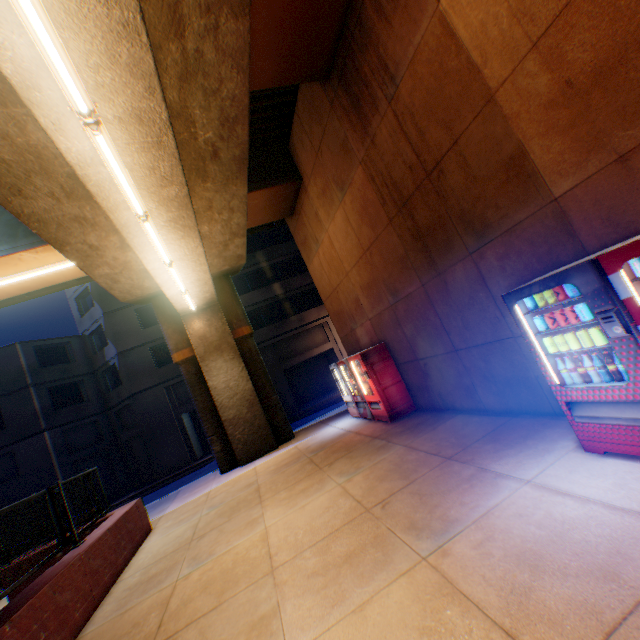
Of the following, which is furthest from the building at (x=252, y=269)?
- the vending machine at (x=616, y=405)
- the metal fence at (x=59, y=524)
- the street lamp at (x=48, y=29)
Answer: the vending machine at (x=616, y=405)

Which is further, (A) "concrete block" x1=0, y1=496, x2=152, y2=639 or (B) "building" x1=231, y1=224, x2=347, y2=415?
(B) "building" x1=231, y1=224, x2=347, y2=415

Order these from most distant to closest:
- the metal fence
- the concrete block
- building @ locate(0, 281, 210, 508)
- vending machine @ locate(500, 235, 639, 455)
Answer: building @ locate(0, 281, 210, 508) < the metal fence < the concrete block < vending machine @ locate(500, 235, 639, 455)

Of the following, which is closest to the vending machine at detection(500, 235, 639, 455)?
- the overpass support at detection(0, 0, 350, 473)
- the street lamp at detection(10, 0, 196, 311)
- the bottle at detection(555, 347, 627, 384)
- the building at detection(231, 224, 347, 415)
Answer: the bottle at detection(555, 347, 627, 384)

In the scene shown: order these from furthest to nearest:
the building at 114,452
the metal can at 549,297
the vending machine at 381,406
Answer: the building at 114,452, the vending machine at 381,406, the metal can at 549,297

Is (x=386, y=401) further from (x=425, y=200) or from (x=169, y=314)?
(x=169, y=314)

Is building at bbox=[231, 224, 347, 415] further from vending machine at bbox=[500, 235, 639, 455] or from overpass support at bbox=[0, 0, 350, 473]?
vending machine at bbox=[500, 235, 639, 455]

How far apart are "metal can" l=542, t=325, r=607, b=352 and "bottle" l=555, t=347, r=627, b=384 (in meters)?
0.09
